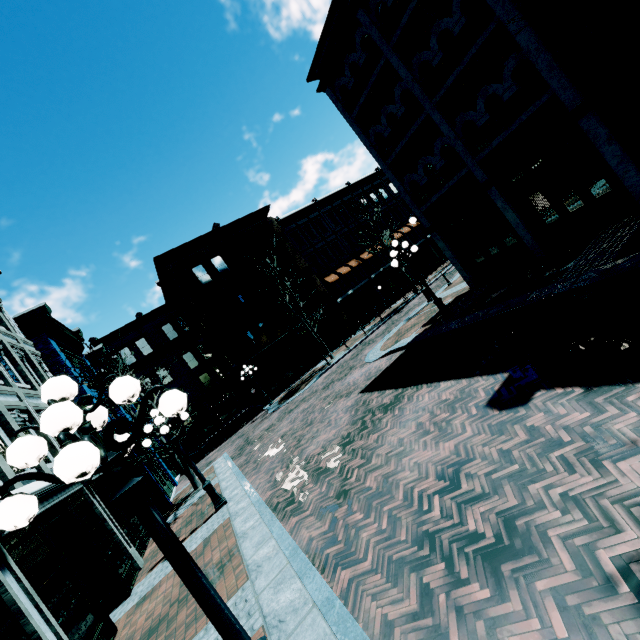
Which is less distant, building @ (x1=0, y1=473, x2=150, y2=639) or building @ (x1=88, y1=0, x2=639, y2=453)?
building @ (x1=0, y1=473, x2=150, y2=639)

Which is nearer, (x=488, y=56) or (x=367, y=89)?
(x=488, y=56)

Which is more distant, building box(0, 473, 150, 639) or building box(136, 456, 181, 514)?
building box(136, 456, 181, 514)

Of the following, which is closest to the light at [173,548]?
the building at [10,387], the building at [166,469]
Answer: the building at [10,387]

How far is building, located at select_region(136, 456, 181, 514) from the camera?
14.7m

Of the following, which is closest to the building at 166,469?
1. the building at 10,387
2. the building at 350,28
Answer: the building at 10,387

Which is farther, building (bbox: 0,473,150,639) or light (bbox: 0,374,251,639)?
building (bbox: 0,473,150,639)

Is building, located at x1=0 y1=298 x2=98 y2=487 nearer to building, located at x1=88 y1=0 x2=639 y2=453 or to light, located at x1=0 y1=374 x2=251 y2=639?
light, located at x1=0 y1=374 x2=251 y2=639
